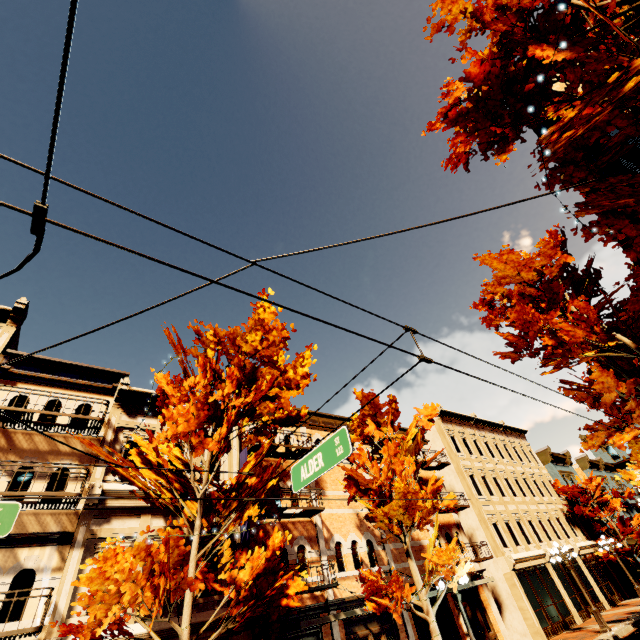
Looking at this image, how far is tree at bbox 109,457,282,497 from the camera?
8.8 meters

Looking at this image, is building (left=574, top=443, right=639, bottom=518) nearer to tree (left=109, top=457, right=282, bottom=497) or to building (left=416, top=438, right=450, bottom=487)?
tree (left=109, top=457, right=282, bottom=497)

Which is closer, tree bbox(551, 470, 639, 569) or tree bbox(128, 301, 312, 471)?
tree bbox(128, 301, 312, 471)

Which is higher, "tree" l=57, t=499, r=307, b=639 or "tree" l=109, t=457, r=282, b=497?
"tree" l=109, t=457, r=282, b=497

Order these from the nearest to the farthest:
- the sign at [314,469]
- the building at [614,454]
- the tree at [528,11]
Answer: the tree at [528,11], the sign at [314,469], the building at [614,454]

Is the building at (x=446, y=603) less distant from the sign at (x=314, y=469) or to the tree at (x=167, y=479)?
the tree at (x=167, y=479)

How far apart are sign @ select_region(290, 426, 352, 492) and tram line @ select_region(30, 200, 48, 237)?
4.44m

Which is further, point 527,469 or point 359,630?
point 527,469
